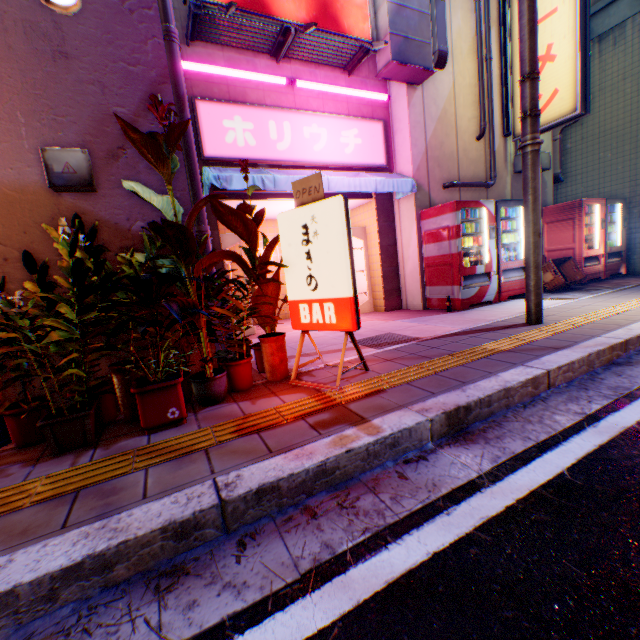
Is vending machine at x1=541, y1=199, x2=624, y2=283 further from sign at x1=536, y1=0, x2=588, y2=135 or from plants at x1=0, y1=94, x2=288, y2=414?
plants at x1=0, y1=94, x2=288, y2=414

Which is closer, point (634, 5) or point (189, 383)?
point (189, 383)

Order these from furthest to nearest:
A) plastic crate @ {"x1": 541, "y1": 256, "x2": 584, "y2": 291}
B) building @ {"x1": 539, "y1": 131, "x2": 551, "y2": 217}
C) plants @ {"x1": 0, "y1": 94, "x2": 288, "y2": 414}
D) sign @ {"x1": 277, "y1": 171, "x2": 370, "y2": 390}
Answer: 1. building @ {"x1": 539, "y1": 131, "x2": 551, "y2": 217}
2. plastic crate @ {"x1": 541, "y1": 256, "x2": 584, "y2": 291}
3. sign @ {"x1": 277, "y1": 171, "x2": 370, "y2": 390}
4. plants @ {"x1": 0, "y1": 94, "x2": 288, "y2": 414}

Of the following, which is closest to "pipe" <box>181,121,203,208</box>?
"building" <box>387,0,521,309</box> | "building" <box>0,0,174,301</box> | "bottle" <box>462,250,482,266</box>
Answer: "building" <box>0,0,174,301</box>

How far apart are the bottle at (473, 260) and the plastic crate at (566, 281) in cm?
207

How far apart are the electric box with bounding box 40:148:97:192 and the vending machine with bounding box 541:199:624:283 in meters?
9.7

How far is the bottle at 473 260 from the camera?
6.34m

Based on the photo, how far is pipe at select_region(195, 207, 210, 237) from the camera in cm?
452
